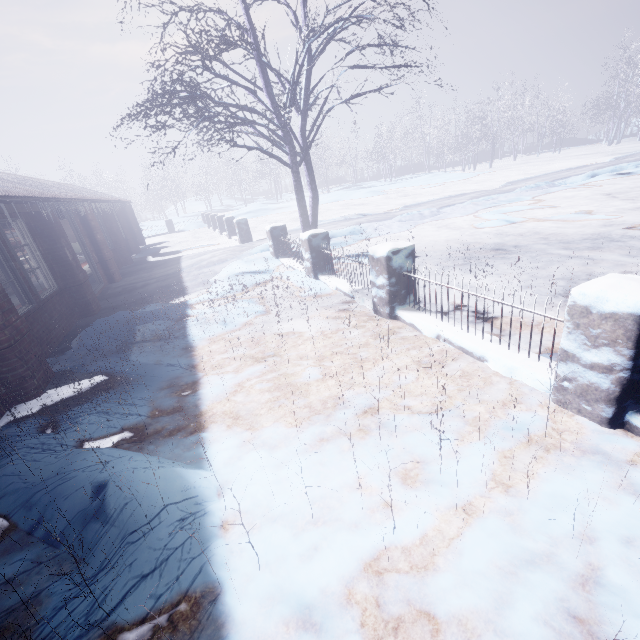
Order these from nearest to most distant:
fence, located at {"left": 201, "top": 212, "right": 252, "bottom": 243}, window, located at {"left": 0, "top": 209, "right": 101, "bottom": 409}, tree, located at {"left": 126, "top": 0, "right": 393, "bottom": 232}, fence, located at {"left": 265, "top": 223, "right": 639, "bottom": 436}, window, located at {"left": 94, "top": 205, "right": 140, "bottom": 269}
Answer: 1. fence, located at {"left": 265, "top": 223, "right": 639, "bottom": 436}
2. window, located at {"left": 0, "top": 209, "right": 101, "bottom": 409}
3. tree, located at {"left": 126, "top": 0, "right": 393, "bottom": 232}
4. window, located at {"left": 94, "top": 205, "right": 140, "bottom": 269}
5. fence, located at {"left": 201, "top": 212, "right": 252, "bottom": 243}

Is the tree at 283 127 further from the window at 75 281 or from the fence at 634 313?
the window at 75 281

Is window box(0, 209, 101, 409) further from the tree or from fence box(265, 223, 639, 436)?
fence box(265, 223, 639, 436)

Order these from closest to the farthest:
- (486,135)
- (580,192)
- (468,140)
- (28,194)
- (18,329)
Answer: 1. (18,329)
2. (28,194)
3. (580,192)
4. (486,135)
5. (468,140)

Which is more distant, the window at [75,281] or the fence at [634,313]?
the window at [75,281]

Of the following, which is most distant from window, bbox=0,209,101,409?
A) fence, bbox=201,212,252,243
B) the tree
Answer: fence, bbox=201,212,252,243

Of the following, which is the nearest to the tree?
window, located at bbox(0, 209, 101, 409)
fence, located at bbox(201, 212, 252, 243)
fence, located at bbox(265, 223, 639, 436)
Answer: fence, located at bbox(265, 223, 639, 436)

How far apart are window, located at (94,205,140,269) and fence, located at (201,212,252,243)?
3.75m
